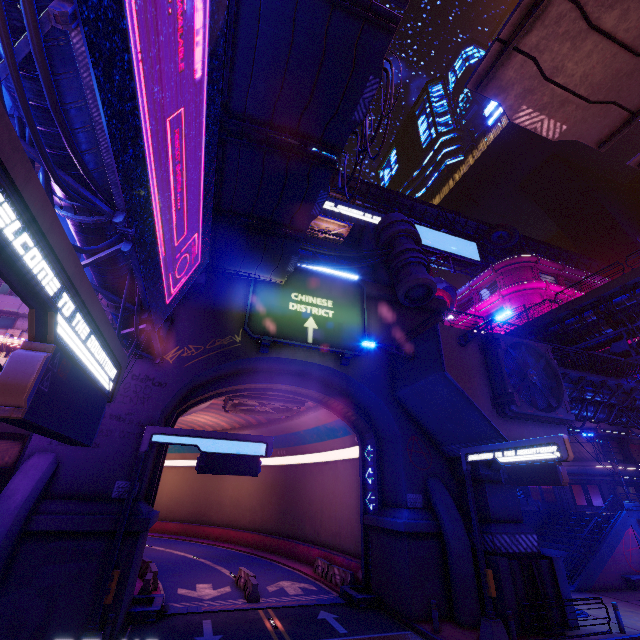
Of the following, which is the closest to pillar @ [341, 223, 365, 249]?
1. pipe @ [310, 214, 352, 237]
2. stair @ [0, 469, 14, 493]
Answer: pipe @ [310, 214, 352, 237]

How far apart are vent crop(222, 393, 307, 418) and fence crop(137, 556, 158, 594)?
10.09m

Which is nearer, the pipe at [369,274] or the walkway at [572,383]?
the walkway at [572,383]

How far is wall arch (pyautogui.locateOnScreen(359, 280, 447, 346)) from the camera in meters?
22.0 m

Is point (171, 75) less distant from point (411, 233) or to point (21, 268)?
point (21, 268)

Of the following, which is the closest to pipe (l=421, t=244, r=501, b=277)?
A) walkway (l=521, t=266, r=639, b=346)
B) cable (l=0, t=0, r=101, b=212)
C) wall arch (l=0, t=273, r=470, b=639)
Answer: walkway (l=521, t=266, r=639, b=346)

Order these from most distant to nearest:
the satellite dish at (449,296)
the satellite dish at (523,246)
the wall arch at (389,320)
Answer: the satellite dish at (523,246)
the satellite dish at (449,296)
the wall arch at (389,320)

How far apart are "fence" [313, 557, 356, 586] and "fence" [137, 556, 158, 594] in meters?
10.2 m
